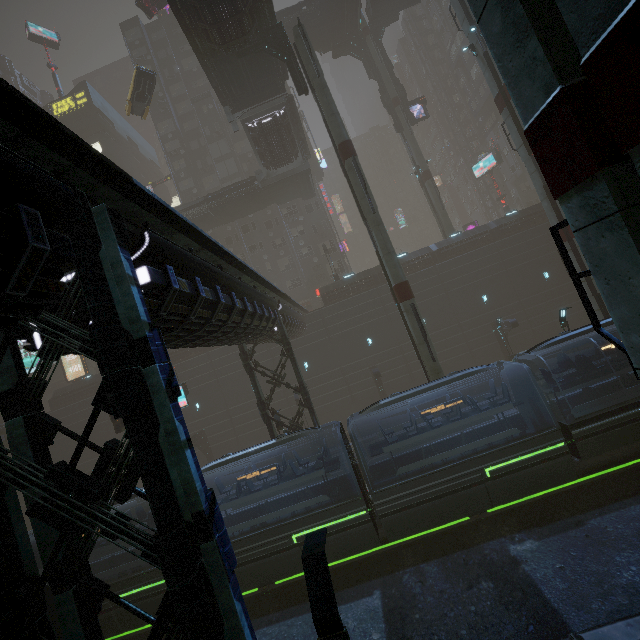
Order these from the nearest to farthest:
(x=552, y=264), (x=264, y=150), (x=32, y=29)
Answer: (x=264, y=150)
(x=552, y=264)
(x=32, y=29)

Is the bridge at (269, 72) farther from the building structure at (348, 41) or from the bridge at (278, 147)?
the building structure at (348, 41)

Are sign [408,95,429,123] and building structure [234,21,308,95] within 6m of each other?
no

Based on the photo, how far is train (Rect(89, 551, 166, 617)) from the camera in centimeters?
1357cm

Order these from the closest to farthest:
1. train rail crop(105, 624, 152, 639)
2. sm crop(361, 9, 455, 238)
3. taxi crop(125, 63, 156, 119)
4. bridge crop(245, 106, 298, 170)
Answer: train rail crop(105, 624, 152, 639) < taxi crop(125, 63, 156, 119) < bridge crop(245, 106, 298, 170) < sm crop(361, 9, 455, 238)

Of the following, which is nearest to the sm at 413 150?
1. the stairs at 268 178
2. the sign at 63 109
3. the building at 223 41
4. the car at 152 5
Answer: the building at 223 41

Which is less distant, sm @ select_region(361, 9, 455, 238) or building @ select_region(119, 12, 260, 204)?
sm @ select_region(361, 9, 455, 238)

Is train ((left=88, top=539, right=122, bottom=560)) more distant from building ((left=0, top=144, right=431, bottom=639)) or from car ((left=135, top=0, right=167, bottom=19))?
car ((left=135, top=0, right=167, bottom=19))
